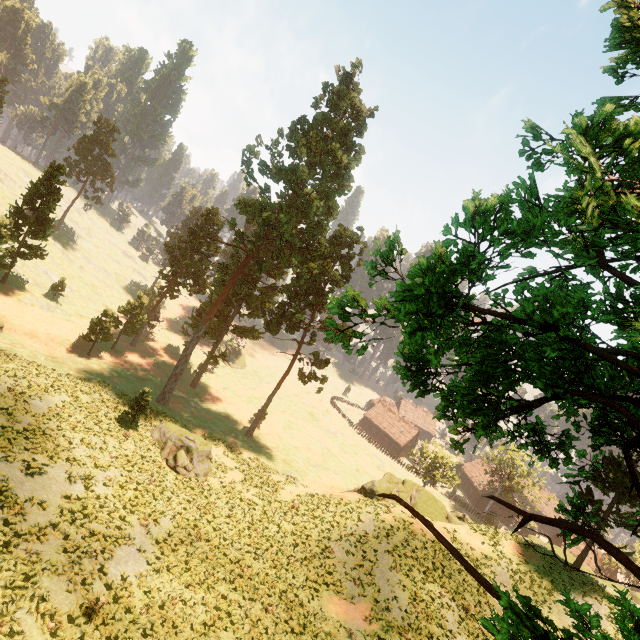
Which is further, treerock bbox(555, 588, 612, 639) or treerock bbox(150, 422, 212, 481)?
treerock bbox(150, 422, 212, 481)

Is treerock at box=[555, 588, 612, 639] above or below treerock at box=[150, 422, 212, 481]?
above

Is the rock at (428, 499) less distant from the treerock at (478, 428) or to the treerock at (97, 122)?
the treerock at (478, 428)

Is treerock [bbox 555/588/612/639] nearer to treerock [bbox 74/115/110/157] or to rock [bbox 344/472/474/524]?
rock [bbox 344/472/474/524]

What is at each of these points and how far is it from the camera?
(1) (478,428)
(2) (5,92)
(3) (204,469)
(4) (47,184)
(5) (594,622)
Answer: (1) treerock, 5.7m
(2) treerock, 50.2m
(3) treerock, 27.2m
(4) treerock, 37.1m
(5) treerock, 2.8m

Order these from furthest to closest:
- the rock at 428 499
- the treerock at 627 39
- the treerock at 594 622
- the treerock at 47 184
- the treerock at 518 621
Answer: the treerock at 47 184
the rock at 428 499
the treerock at 627 39
the treerock at 518 621
the treerock at 594 622

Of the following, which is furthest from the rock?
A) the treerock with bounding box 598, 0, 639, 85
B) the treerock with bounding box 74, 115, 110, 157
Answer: the treerock with bounding box 74, 115, 110, 157

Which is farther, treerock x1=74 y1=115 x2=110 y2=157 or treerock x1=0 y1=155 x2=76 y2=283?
treerock x1=74 y1=115 x2=110 y2=157
